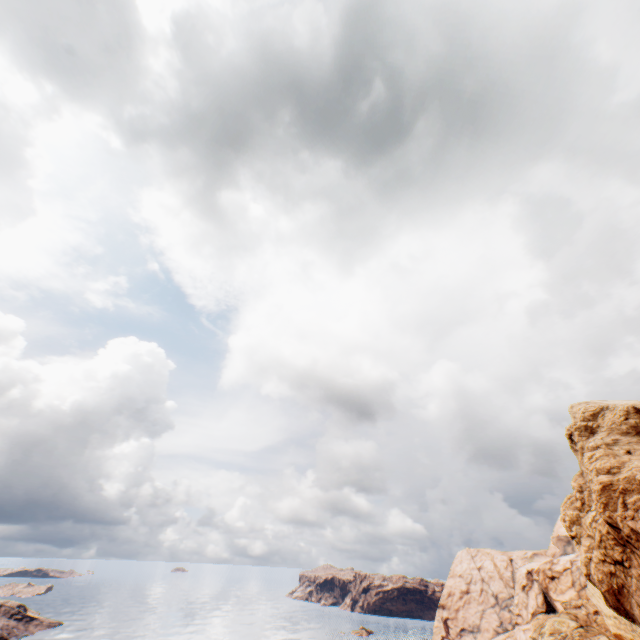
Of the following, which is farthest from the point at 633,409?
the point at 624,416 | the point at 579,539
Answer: the point at 579,539
